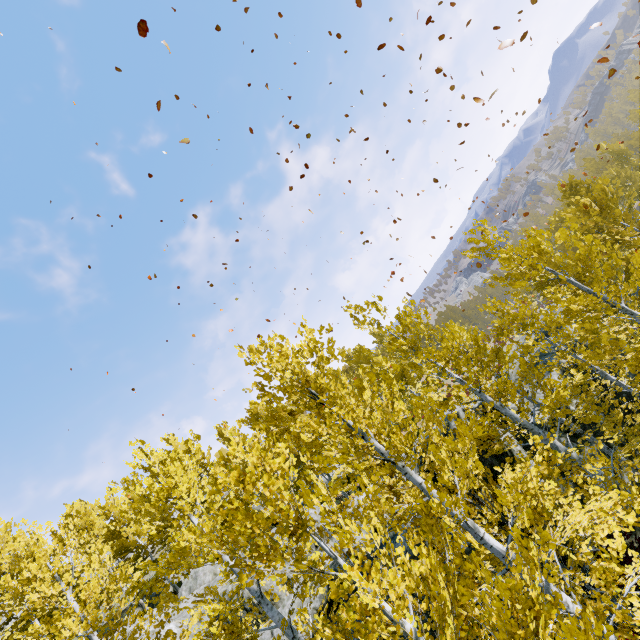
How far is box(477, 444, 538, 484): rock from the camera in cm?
1019

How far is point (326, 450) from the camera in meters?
36.9

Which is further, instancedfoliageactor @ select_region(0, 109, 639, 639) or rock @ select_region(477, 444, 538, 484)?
rock @ select_region(477, 444, 538, 484)

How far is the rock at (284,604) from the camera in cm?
1062

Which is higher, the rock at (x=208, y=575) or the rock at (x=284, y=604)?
the rock at (x=208, y=575)

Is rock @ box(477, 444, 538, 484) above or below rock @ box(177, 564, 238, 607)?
below
